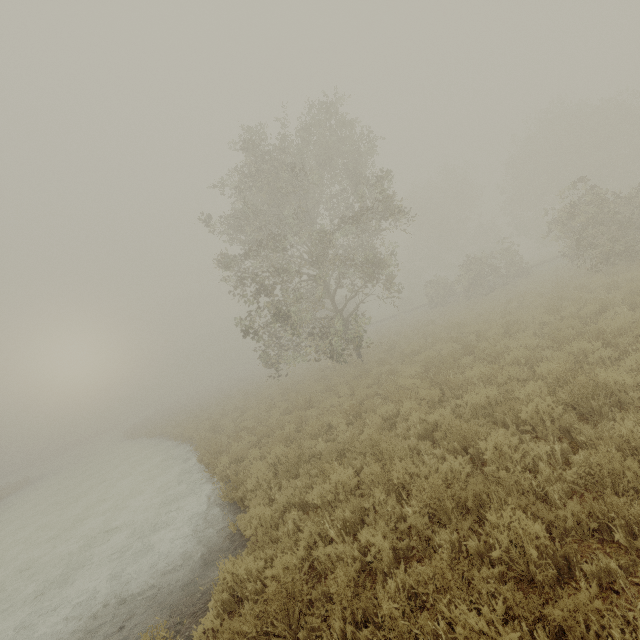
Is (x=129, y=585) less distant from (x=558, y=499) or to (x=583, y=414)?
(x=558, y=499)
